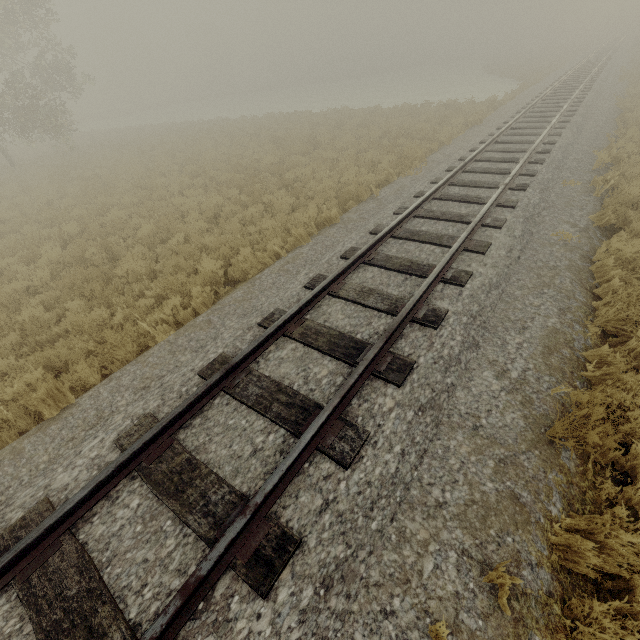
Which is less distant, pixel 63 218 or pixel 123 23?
pixel 63 218
